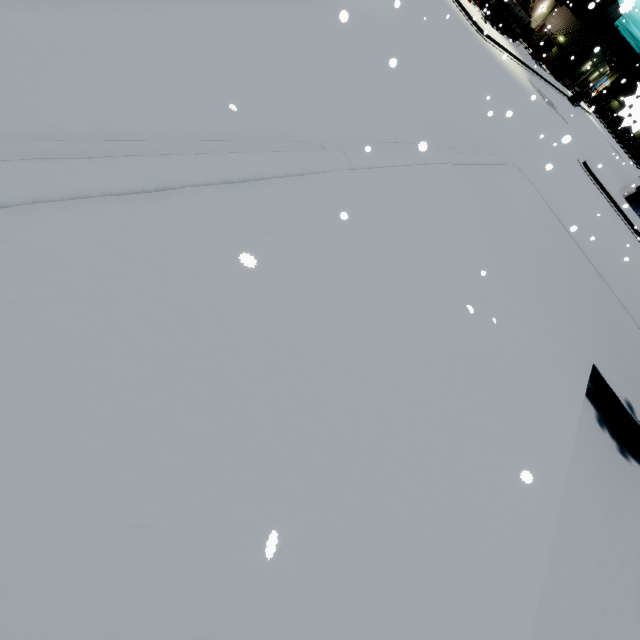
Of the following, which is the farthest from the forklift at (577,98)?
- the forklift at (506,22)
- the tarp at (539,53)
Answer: the forklift at (506,22)

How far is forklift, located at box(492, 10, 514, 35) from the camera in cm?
2839

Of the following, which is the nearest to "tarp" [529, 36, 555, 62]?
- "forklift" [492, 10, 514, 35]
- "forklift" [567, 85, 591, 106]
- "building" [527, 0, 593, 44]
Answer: "building" [527, 0, 593, 44]

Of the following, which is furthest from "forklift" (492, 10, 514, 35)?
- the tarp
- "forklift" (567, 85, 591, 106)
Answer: "forklift" (567, 85, 591, 106)

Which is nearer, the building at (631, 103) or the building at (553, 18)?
the building at (631, 103)

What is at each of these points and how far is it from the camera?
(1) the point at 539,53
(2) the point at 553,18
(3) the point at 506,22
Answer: (1) tarp, 34.9m
(2) building, 44.7m
(3) forklift, 28.6m

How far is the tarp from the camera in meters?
33.4 m

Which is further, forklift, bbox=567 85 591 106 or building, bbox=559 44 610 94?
building, bbox=559 44 610 94
